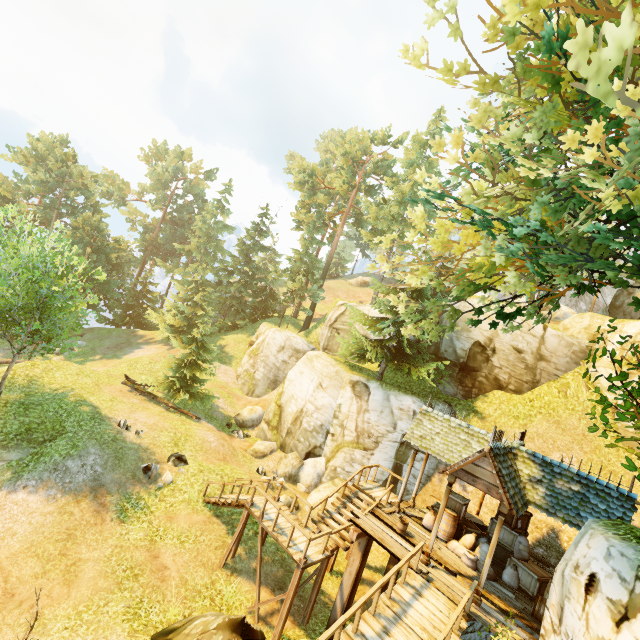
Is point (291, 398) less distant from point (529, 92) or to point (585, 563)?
point (585, 563)

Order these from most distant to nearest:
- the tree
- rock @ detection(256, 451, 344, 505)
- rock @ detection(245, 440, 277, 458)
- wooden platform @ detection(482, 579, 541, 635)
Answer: rock @ detection(245, 440, 277, 458) → rock @ detection(256, 451, 344, 505) → wooden platform @ detection(482, 579, 541, 635) → the tree

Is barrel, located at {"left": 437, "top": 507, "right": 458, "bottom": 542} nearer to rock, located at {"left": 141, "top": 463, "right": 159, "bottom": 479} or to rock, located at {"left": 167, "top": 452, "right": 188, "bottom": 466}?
rock, located at {"left": 167, "top": 452, "right": 188, "bottom": 466}

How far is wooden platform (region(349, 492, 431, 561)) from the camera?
10.83m

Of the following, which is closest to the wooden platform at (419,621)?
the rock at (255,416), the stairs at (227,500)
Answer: the stairs at (227,500)

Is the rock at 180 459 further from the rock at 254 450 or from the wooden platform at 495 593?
the wooden platform at 495 593

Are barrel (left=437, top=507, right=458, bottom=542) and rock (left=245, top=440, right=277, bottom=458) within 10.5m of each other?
no

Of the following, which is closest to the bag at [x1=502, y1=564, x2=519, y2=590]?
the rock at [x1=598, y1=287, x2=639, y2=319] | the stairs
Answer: the stairs
